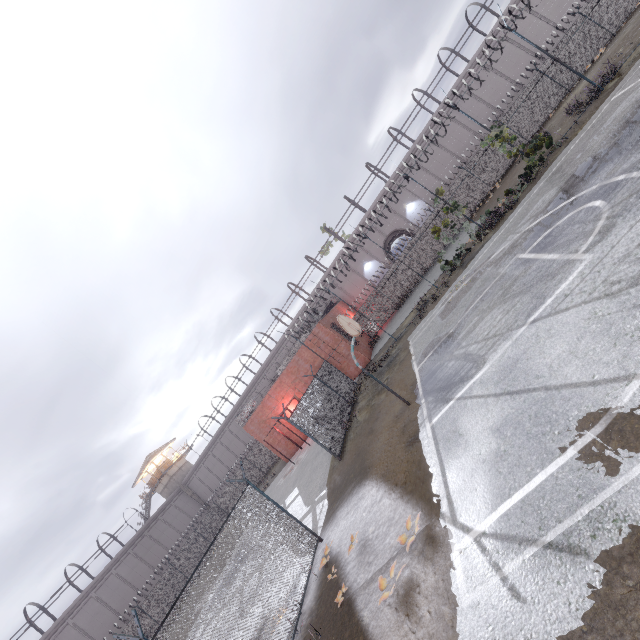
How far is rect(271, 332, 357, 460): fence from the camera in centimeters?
1398cm

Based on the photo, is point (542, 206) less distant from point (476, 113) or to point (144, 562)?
point (476, 113)

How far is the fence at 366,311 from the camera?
25.30m

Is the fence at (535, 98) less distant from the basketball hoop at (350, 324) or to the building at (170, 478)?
the basketball hoop at (350, 324)

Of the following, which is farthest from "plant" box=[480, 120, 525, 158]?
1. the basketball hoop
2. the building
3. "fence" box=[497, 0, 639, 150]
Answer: the building

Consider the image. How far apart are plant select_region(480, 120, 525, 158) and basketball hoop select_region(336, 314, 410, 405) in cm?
1296

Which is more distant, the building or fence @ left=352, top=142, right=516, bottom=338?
the building

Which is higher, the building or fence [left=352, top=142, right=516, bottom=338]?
the building
